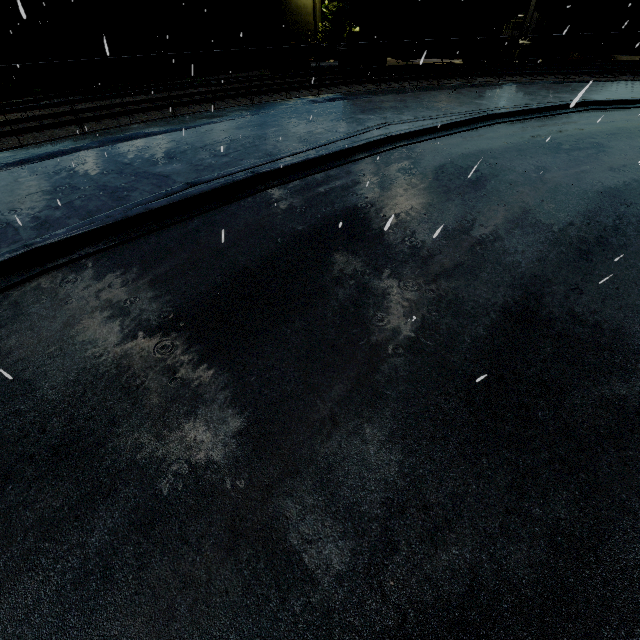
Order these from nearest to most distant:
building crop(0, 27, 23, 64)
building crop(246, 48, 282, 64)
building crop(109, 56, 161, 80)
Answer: building crop(0, 27, 23, 64) → building crop(109, 56, 161, 80) → building crop(246, 48, 282, 64)

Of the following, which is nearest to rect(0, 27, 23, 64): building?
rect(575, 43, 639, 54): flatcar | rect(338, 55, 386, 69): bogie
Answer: rect(575, 43, 639, 54): flatcar

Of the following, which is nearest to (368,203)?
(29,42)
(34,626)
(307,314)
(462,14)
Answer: (307,314)

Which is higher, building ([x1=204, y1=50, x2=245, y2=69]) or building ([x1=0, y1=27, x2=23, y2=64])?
building ([x1=0, y1=27, x2=23, y2=64])

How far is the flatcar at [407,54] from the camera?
21.9 meters

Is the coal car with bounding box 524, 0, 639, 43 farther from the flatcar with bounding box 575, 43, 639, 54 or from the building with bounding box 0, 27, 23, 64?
the building with bounding box 0, 27, 23, 64

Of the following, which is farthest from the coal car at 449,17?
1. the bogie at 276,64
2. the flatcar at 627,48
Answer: the bogie at 276,64

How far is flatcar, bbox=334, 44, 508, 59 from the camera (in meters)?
21.91
